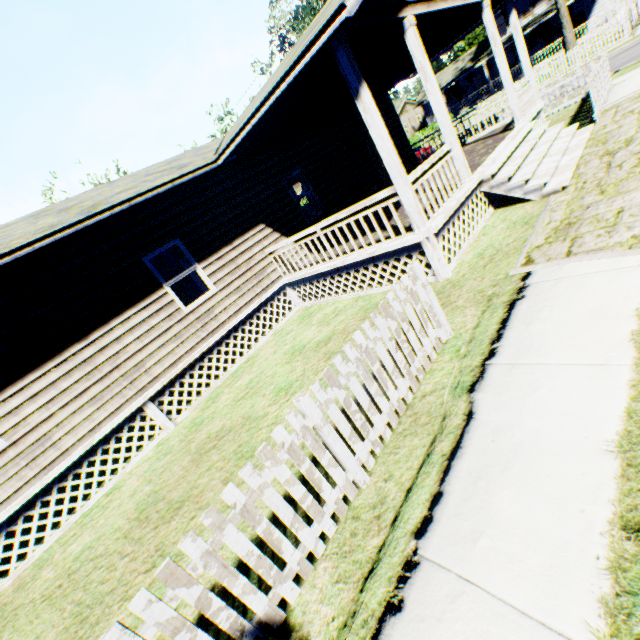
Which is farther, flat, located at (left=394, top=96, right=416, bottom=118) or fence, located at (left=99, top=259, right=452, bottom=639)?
flat, located at (left=394, top=96, right=416, bottom=118)

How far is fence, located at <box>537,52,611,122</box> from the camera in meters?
9.5

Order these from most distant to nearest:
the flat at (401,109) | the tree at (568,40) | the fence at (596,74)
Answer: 1. the flat at (401,109)
2. the tree at (568,40)
3. the fence at (596,74)

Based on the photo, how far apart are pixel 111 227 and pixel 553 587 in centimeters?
878cm

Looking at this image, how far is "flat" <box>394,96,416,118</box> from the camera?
47.7 meters

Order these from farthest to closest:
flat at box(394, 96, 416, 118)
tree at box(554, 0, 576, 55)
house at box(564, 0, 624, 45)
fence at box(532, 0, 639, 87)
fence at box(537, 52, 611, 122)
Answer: flat at box(394, 96, 416, 118) → house at box(564, 0, 624, 45) → tree at box(554, 0, 576, 55) → fence at box(532, 0, 639, 87) → fence at box(537, 52, 611, 122)

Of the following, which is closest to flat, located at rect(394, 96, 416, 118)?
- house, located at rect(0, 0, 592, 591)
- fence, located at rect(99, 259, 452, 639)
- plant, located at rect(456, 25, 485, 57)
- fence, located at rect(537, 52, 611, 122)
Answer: plant, located at rect(456, 25, 485, 57)

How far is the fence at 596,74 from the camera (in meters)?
9.48
